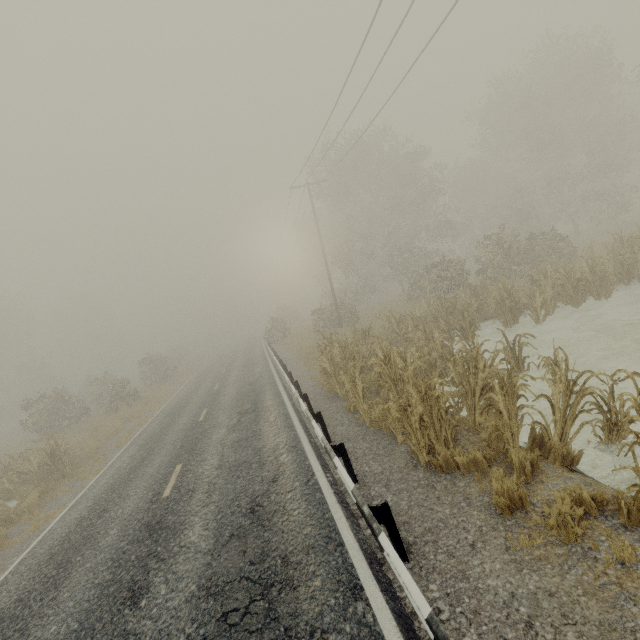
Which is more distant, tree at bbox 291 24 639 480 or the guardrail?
tree at bbox 291 24 639 480

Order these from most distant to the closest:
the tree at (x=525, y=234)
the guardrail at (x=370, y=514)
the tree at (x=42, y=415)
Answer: the tree at (x=42, y=415) → the tree at (x=525, y=234) → the guardrail at (x=370, y=514)

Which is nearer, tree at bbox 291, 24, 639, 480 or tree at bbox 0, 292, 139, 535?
tree at bbox 291, 24, 639, 480

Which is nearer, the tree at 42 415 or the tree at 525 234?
the tree at 525 234

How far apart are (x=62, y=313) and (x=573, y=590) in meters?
72.8

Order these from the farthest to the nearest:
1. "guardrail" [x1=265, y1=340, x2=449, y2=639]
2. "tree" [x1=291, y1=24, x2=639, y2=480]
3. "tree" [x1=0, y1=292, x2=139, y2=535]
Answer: "tree" [x1=0, y1=292, x2=139, y2=535] → "tree" [x1=291, y1=24, x2=639, y2=480] → "guardrail" [x1=265, y1=340, x2=449, y2=639]
